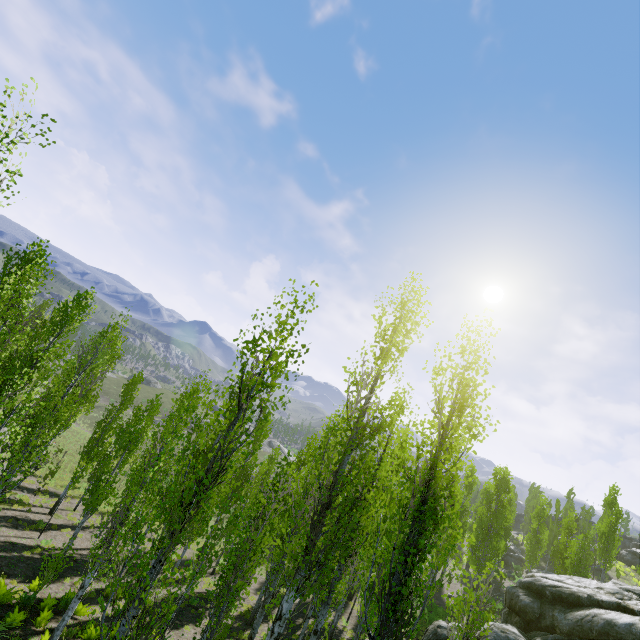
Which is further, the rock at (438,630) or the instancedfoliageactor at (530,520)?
the instancedfoliageactor at (530,520)

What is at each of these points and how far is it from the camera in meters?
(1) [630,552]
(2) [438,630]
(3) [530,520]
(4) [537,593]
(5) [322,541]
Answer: (1) rock, 48.1
(2) rock, 17.3
(3) instancedfoliageactor, 52.5
(4) rock, 19.0
(5) instancedfoliageactor, 7.9

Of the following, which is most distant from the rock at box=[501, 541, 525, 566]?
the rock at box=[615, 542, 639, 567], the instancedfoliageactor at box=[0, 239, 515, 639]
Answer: the rock at box=[615, 542, 639, 567]

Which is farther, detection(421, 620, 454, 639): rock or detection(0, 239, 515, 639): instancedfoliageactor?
detection(421, 620, 454, 639): rock

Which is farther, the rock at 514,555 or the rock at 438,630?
the rock at 514,555

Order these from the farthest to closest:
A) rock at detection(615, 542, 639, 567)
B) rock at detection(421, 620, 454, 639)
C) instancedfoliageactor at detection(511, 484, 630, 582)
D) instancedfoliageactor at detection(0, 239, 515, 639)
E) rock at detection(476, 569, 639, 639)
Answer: rock at detection(615, 542, 639, 567), instancedfoliageactor at detection(511, 484, 630, 582), rock at detection(421, 620, 454, 639), rock at detection(476, 569, 639, 639), instancedfoliageactor at detection(0, 239, 515, 639)
